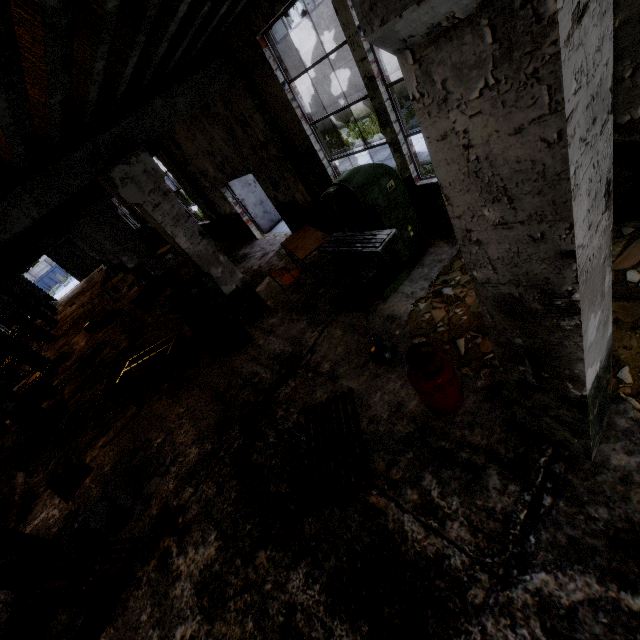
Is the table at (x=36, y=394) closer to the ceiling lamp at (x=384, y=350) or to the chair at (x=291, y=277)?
the chair at (x=291, y=277)

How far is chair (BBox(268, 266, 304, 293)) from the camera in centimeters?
646cm

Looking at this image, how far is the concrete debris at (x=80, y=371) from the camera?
11.8 meters

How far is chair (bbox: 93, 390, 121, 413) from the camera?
8.0 meters

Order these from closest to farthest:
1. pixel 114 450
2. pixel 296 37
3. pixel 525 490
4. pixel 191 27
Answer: pixel 525 490, pixel 191 27, pixel 114 450, pixel 296 37

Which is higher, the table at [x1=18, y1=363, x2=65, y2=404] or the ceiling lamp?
the table at [x1=18, y1=363, x2=65, y2=404]

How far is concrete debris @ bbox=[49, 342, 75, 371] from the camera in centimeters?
1438cm

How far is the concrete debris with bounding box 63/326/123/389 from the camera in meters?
11.8 m
